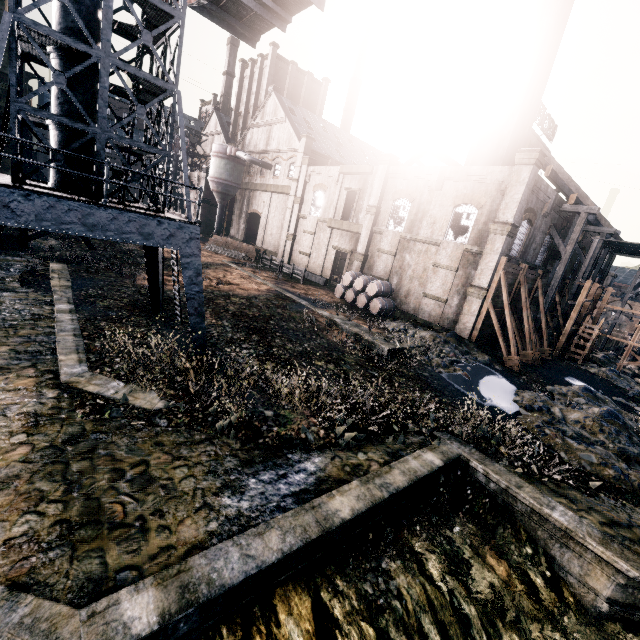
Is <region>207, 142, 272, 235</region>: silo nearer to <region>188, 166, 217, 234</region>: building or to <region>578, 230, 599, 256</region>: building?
<region>188, 166, 217, 234</region>: building

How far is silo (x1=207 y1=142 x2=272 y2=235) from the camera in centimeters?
4444cm

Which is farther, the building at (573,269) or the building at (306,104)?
the building at (573,269)

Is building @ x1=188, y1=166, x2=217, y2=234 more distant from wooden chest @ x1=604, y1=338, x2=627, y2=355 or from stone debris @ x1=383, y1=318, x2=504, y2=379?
wooden chest @ x1=604, y1=338, x2=627, y2=355

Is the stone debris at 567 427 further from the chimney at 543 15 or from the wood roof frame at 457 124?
the chimney at 543 15

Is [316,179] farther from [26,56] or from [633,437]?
[633,437]

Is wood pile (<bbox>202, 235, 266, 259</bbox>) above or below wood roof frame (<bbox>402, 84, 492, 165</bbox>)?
below

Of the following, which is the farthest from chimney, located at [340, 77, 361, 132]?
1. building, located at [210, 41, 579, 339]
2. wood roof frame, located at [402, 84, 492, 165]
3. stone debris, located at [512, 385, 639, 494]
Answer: stone debris, located at [512, 385, 639, 494]
